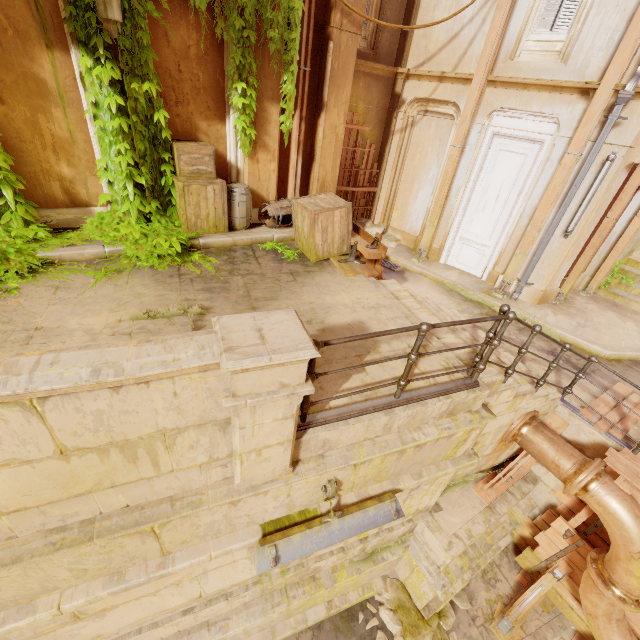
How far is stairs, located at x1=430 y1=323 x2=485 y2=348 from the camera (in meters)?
4.62

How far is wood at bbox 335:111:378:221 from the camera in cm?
899

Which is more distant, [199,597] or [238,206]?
[238,206]

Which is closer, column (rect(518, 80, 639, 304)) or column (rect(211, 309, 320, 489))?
column (rect(211, 309, 320, 489))

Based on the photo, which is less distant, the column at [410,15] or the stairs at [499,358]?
the stairs at [499,358]

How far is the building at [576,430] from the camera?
5.05m

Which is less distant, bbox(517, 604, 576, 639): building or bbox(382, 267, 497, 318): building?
bbox(517, 604, 576, 639): building

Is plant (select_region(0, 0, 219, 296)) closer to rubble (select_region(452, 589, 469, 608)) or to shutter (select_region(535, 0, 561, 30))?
shutter (select_region(535, 0, 561, 30))
